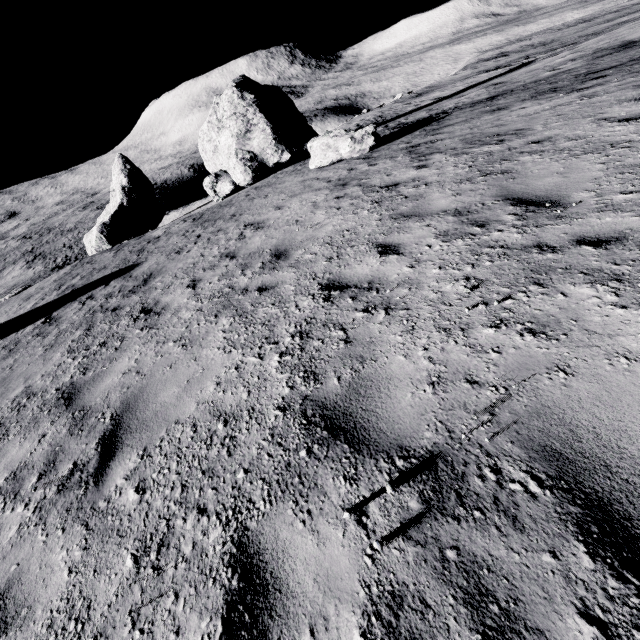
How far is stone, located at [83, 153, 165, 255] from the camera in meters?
23.6 m

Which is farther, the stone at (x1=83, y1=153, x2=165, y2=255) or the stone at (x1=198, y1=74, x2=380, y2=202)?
the stone at (x1=83, y1=153, x2=165, y2=255)

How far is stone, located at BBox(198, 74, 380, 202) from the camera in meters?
12.9 m

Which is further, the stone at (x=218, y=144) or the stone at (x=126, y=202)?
the stone at (x=126, y=202)

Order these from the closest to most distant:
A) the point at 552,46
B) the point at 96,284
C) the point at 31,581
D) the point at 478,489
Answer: the point at 478,489 → the point at 31,581 → the point at 96,284 → the point at 552,46

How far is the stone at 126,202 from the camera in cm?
2356
